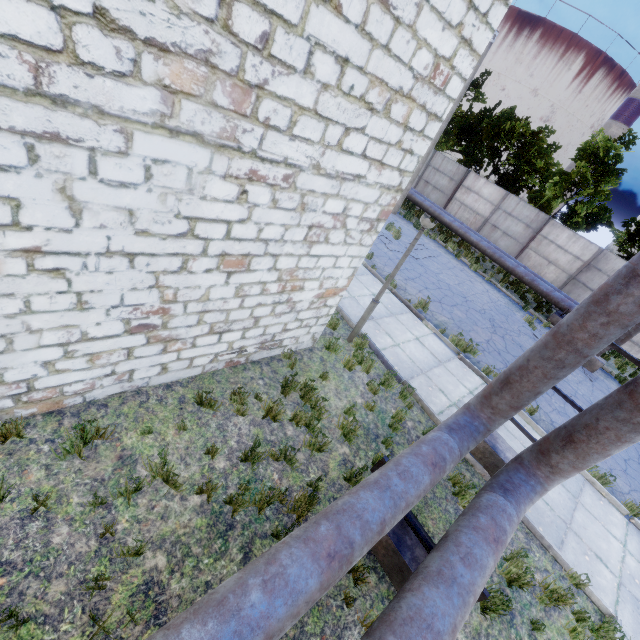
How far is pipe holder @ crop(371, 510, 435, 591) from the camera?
4.06m

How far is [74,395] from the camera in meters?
4.2 m

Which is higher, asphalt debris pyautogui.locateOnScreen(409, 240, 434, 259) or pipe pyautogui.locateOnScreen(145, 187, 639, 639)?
pipe pyautogui.locateOnScreen(145, 187, 639, 639)

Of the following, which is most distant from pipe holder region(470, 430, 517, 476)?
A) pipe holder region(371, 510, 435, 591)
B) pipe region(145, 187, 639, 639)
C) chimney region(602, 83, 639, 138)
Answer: chimney region(602, 83, 639, 138)

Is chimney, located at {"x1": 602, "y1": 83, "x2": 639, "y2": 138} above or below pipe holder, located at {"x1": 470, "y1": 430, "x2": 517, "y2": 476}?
above

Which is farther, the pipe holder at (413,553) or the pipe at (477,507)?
the pipe holder at (413,553)

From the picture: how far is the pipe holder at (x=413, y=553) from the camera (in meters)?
4.06

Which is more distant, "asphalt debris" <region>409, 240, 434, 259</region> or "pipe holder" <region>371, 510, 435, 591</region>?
"asphalt debris" <region>409, 240, 434, 259</region>
